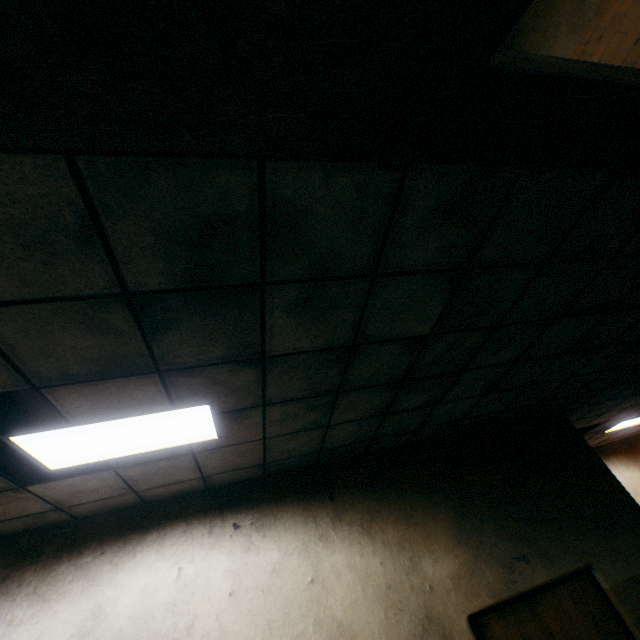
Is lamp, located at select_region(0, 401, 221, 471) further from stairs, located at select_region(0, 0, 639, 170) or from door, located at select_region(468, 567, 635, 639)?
door, located at select_region(468, 567, 635, 639)

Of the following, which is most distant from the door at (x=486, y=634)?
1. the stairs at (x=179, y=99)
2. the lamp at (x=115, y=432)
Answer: the stairs at (x=179, y=99)

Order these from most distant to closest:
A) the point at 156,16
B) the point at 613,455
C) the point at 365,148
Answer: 1. the point at 613,455
2. the point at 365,148
3. the point at 156,16

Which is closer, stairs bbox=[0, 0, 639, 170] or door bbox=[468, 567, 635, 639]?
stairs bbox=[0, 0, 639, 170]

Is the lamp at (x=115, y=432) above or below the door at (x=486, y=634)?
above

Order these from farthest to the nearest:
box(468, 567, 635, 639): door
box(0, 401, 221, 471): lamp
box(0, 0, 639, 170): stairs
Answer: box(468, 567, 635, 639): door < box(0, 401, 221, 471): lamp < box(0, 0, 639, 170): stairs

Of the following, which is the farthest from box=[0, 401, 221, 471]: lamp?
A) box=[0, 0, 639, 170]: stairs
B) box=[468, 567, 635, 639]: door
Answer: box=[468, 567, 635, 639]: door
